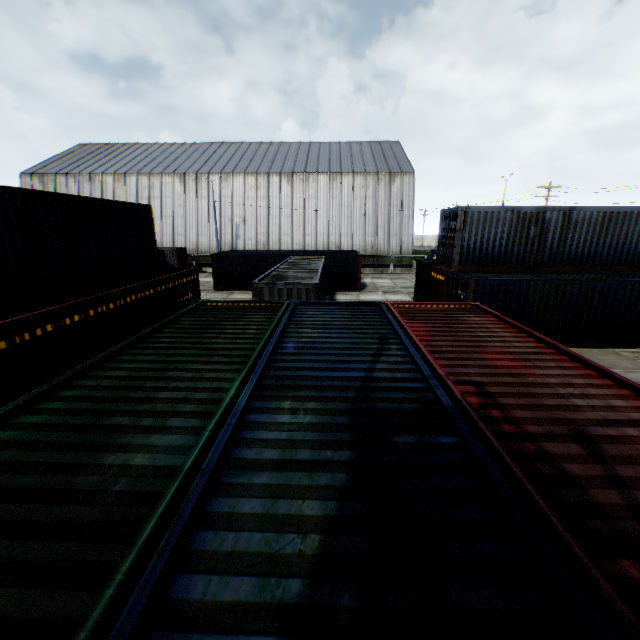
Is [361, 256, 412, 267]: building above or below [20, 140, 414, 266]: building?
below

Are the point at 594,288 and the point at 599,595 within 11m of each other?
no

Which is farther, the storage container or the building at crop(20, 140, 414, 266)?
the building at crop(20, 140, 414, 266)

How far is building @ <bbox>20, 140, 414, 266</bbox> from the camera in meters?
38.0

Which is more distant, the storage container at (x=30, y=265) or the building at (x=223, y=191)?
the building at (x=223, y=191)
